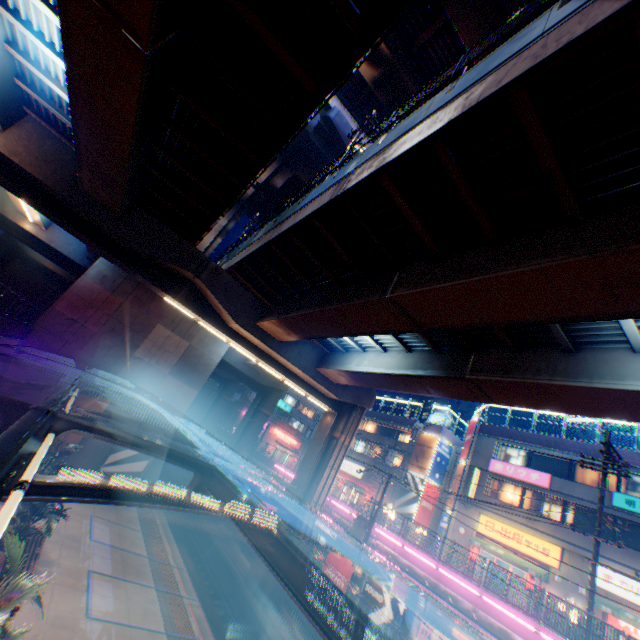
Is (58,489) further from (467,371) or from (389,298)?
(467,371)

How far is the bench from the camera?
11.20m

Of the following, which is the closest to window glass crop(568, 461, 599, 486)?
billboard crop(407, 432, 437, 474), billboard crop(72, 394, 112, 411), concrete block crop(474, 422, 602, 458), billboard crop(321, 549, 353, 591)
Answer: concrete block crop(474, 422, 602, 458)

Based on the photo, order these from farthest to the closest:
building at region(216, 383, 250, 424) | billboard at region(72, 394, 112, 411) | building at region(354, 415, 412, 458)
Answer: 1. building at region(216, 383, 250, 424)
2. building at region(354, 415, 412, 458)
3. billboard at region(72, 394, 112, 411)

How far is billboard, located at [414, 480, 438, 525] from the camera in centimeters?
3294cm

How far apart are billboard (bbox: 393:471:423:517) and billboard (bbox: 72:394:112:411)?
29.12m

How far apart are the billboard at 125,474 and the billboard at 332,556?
14.6 meters

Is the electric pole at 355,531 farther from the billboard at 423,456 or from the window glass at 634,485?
the billboard at 423,456
